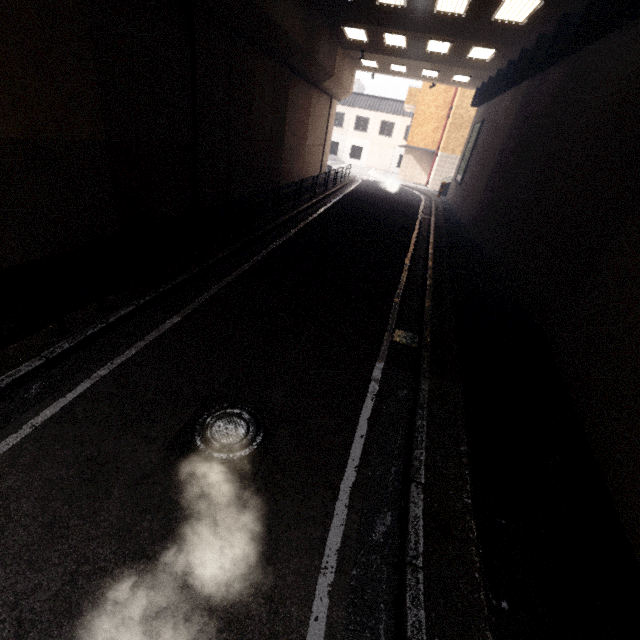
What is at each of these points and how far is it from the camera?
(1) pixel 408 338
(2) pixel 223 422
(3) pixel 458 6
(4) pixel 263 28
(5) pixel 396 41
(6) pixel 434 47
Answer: (1) storm drain, 5.9m
(2) manhole, 3.7m
(3) fluorescent light, 10.1m
(4) concrete pillar, 10.1m
(5) fluorescent light, 14.7m
(6) fluorescent light, 14.6m

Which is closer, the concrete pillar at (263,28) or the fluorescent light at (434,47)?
the concrete pillar at (263,28)

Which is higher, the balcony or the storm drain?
the balcony

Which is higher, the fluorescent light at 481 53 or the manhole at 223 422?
the fluorescent light at 481 53

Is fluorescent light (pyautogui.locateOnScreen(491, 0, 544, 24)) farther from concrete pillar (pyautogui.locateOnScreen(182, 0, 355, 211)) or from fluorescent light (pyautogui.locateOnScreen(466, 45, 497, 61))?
concrete pillar (pyautogui.locateOnScreen(182, 0, 355, 211))

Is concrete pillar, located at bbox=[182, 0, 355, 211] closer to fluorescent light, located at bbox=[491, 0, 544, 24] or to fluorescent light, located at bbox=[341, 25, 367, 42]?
fluorescent light, located at bbox=[341, 25, 367, 42]

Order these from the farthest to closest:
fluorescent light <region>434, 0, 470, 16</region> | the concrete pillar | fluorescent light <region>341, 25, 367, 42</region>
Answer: fluorescent light <region>341, 25, 367, 42</region>
fluorescent light <region>434, 0, 470, 16</region>
the concrete pillar

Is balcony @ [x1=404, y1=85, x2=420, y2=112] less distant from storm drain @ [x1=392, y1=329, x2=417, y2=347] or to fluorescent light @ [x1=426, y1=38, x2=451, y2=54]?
fluorescent light @ [x1=426, y1=38, x2=451, y2=54]
